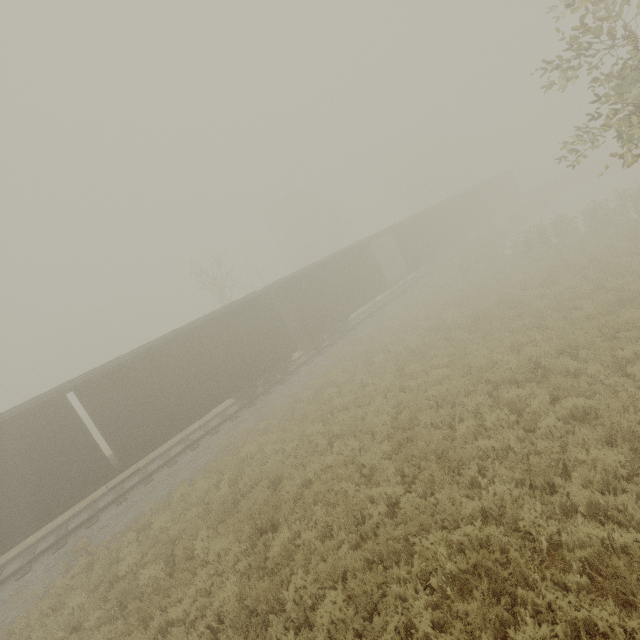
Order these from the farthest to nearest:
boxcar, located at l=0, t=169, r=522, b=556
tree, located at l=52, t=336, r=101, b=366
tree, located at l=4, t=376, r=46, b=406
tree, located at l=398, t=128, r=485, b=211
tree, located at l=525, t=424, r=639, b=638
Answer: tree, located at l=52, t=336, r=101, b=366
tree, located at l=4, t=376, r=46, b=406
tree, located at l=398, t=128, r=485, b=211
boxcar, located at l=0, t=169, r=522, b=556
tree, located at l=525, t=424, r=639, b=638

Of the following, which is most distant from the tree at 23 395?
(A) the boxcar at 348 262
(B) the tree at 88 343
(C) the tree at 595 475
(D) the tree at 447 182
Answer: (C) the tree at 595 475

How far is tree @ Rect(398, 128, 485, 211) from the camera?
45.44m

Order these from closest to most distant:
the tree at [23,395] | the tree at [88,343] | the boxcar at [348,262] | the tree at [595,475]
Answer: the tree at [595,475] < the boxcar at [348,262] < the tree at [23,395] < the tree at [88,343]

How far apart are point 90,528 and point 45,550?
1.48m

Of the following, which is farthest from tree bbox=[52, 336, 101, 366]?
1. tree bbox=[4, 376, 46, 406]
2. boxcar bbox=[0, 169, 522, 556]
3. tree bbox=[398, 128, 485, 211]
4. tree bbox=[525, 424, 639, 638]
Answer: tree bbox=[525, 424, 639, 638]

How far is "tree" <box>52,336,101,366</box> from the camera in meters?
57.9 m
